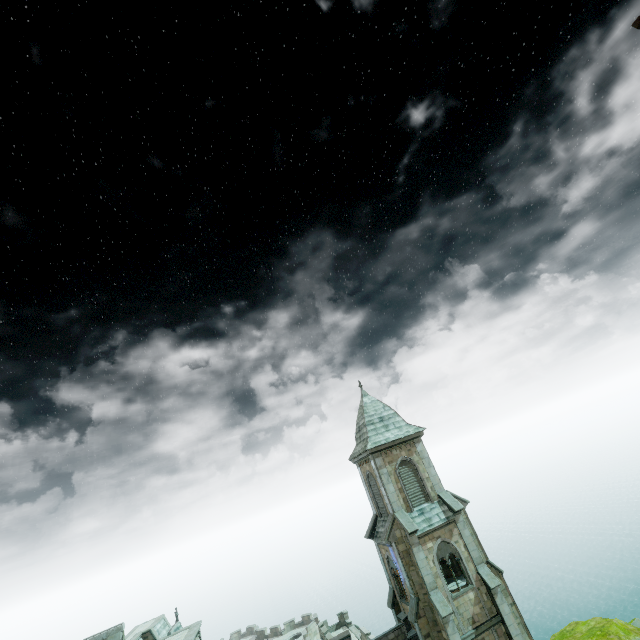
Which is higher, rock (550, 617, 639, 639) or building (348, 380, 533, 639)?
building (348, 380, 533, 639)

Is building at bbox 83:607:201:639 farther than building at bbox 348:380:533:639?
No

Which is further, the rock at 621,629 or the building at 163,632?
the building at 163,632

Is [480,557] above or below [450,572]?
above

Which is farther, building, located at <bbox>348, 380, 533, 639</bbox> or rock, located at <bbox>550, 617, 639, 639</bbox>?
building, located at <bbox>348, 380, 533, 639</bbox>

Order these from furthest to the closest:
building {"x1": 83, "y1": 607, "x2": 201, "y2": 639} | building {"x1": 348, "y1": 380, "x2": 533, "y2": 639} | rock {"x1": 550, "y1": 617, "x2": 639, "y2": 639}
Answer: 1. building {"x1": 348, "y1": 380, "x2": 533, "y2": 639}
2. building {"x1": 83, "y1": 607, "x2": 201, "y2": 639}
3. rock {"x1": 550, "y1": 617, "x2": 639, "y2": 639}

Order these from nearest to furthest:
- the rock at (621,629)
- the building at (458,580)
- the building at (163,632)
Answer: the rock at (621,629), the building at (163,632), the building at (458,580)
